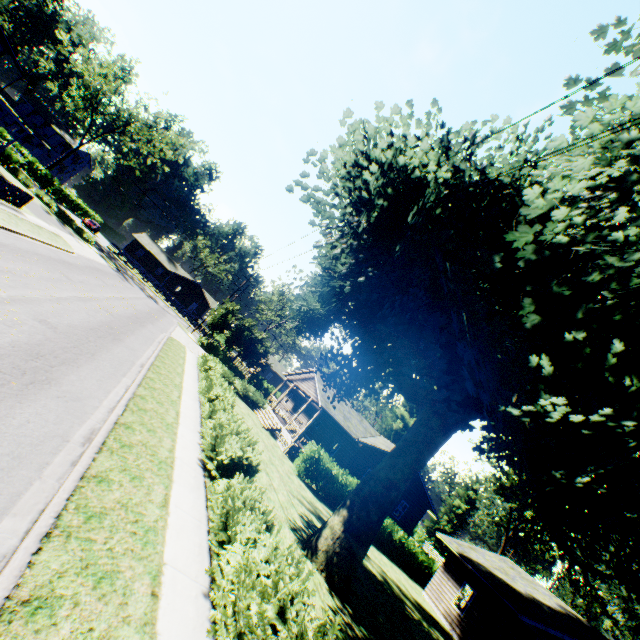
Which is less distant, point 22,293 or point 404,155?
point 404,155

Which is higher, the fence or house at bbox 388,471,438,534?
house at bbox 388,471,438,534

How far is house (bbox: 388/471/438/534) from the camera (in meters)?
28.50

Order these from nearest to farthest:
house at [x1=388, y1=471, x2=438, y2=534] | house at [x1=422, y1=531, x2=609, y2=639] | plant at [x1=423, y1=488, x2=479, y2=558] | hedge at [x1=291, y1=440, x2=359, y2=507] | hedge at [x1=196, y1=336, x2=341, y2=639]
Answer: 1. hedge at [x1=196, y1=336, x2=341, y2=639]
2. house at [x1=422, y1=531, x2=609, y2=639]
3. hedge at [x1=291, y1=440, x2=359, y2=507]
4. house at [x1=388, y1=471, x2=438, y2=534]
5. plant at [x1=423, y1=488, x2=479, y2=558]

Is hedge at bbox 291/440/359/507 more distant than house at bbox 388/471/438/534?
No

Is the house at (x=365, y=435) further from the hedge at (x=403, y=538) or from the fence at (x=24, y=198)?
the fence at (x=24, y=198)

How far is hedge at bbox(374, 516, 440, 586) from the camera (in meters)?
23.37

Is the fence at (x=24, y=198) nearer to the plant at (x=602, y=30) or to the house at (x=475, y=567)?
the plant at (x=602, y=30)
